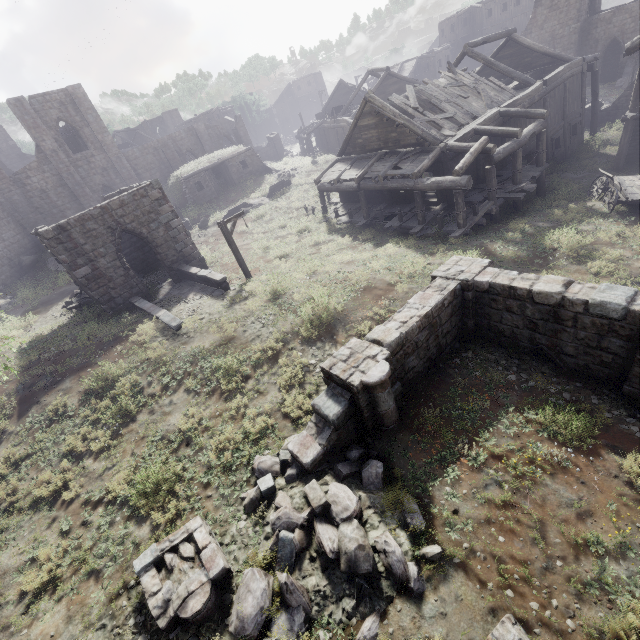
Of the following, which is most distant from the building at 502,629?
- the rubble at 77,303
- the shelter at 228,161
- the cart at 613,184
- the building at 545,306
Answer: the shelter at 228,161

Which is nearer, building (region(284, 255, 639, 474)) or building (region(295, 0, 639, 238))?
building (region(284, 255, 639, 474))

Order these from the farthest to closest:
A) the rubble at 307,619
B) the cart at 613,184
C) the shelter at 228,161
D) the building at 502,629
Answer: the shelter at 228,161, the cart at 613,184, the rubble at 307,619, the building at 502,629

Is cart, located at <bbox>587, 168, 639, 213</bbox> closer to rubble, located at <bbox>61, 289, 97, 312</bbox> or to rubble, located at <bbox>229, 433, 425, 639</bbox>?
rubble, located at <bbox>229, 433, 425, 639</bbox>

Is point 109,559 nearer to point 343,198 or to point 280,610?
point 280,610

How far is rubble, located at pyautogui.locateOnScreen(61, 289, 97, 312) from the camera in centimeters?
1814cm

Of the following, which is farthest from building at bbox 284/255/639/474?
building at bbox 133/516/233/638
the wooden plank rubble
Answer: the wooden plank rubble

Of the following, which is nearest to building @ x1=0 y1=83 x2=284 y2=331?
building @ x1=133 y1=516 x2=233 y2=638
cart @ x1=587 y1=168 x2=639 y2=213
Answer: cart @ x1=587 y1=168 x2=639 y2=213
